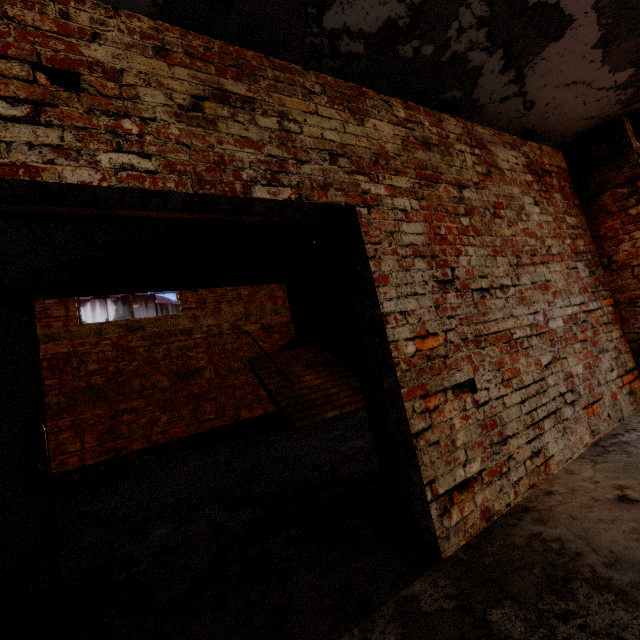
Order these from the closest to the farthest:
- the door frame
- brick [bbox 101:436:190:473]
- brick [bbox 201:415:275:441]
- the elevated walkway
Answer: the door frame, the elevated walkway, brick [bbox 101:436:190:473], brick [bbox 201:415:275:441]

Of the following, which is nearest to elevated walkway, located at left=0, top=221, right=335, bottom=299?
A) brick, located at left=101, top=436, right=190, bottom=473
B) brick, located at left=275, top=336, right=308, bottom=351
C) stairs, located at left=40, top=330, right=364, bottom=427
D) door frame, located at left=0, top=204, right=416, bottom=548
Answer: Answer: stairs, located at left=40, top=330, right=364, bottom=427

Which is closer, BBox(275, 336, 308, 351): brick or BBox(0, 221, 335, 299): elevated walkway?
BBox(0, 221, 335, 299): elevated walkway

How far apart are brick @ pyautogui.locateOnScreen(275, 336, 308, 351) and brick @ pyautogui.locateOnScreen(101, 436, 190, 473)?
4.2m

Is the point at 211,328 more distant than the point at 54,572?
Yes

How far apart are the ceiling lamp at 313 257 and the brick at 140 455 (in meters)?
5.88

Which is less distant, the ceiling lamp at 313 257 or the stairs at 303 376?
the ceiling lamp at 313 257

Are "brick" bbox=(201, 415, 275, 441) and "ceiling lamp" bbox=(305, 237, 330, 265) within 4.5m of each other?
no
